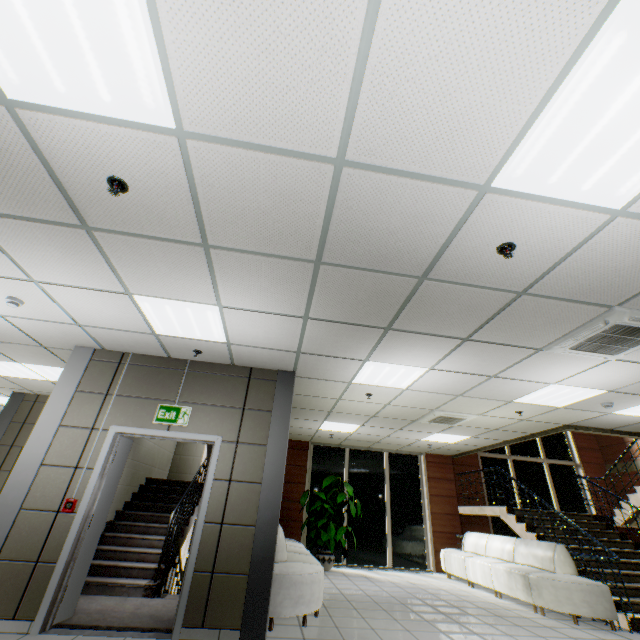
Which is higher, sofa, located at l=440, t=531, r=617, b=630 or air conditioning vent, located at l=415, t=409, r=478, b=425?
air conditioning vent, located at l=415, t=409, r=478, b=425

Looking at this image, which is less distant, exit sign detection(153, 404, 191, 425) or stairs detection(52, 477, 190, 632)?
stairs detection(52, 477, 190, 632)

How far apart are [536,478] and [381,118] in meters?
13.8 m

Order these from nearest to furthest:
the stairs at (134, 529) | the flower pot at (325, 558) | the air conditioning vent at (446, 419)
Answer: the stairs at (134, 529), the air conditioning vent at (446, 419), the flower pot at (325, 558)

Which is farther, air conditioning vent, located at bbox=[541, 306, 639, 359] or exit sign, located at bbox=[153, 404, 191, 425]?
exit sign, located at bbox=[153, 404, 191, 425]

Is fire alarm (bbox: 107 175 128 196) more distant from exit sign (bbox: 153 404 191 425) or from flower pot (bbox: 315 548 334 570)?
flower pot (bbox: 315 548 334 570)

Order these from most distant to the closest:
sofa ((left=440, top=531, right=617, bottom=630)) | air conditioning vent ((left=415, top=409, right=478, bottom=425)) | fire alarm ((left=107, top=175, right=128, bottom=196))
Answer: air conditioning vent ((left=415, top=409, right=478, bottom=425)) → sofa ((left=440, top=531, right=617, bottom=630)) → fire alarm ((left=107, top=175, right=128, bottom=196))

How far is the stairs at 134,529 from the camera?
4.0 meters
